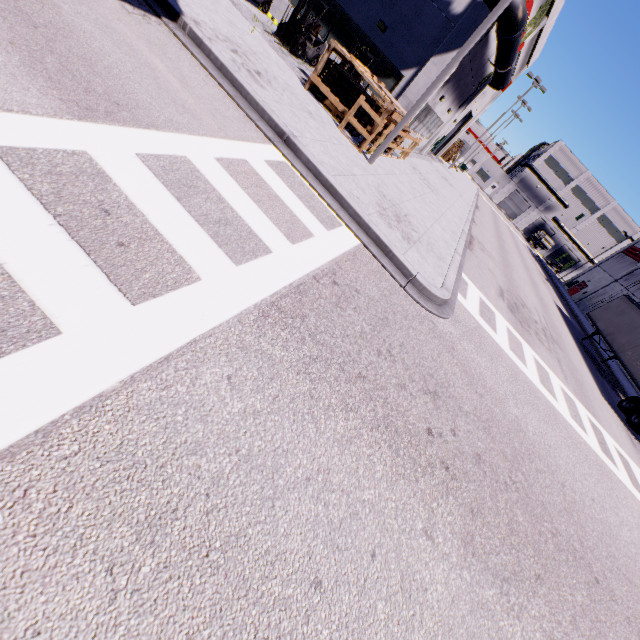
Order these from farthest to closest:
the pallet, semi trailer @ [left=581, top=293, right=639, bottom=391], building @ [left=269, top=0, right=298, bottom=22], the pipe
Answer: semi trailer @ [left=581, top=293, right=639, bottom=391], building @ [left=269, top=0, right=298, bottom=22], the pipe, the pallet

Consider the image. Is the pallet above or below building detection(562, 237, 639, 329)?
below

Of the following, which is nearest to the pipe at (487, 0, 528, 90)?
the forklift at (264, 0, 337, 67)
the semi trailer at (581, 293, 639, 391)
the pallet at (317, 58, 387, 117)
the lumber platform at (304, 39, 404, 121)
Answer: the semi trailer at (581, 293, 639, 391)

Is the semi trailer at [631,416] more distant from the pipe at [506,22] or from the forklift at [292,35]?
the forklift at [292,35]

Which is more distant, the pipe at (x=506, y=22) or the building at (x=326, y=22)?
the building at (x=326, y=22)

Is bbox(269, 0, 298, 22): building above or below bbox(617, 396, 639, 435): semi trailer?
above

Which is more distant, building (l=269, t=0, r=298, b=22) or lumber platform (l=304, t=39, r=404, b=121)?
building (l=269, t=0, r=298, b=22)

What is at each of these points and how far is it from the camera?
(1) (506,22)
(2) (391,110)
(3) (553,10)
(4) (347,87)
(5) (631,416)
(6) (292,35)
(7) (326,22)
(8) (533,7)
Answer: (1) pipe, 12.9 meters
(2) lumber platform, 10.3 meters
(3) building, 19.3 meters
(4) pallet, 11.2 meters
(5) semi trailer, 15.8 meters
(6) forklift, 13.9 meters
(7) building, 15.9 meters
(8) building, 16.8 meters
